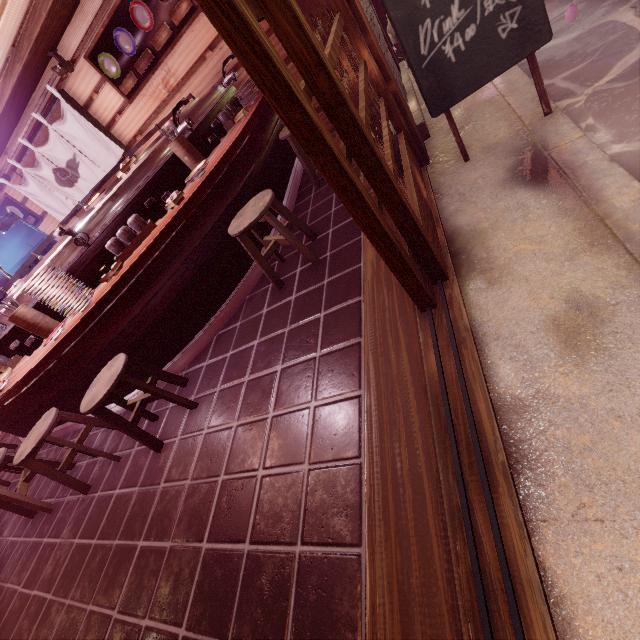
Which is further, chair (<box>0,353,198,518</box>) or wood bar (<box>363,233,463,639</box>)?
chair (<box>0,353,198,518</box>)

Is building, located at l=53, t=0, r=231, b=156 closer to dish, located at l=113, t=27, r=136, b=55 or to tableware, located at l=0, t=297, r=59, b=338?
dish, located at l=113, t=27, r=136, b=55

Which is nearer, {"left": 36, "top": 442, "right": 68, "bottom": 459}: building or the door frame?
the door frame

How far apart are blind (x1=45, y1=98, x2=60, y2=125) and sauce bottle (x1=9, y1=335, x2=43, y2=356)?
6.6 meters

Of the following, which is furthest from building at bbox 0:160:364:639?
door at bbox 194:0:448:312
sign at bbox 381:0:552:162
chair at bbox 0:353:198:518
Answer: sign at bbox 381:0:552:162

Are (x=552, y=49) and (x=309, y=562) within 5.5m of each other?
no

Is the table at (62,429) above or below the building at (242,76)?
below

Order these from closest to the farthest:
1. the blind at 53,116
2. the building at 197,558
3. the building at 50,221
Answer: the building at 197,558 < the blind at 53,116 < the building at 50,221
